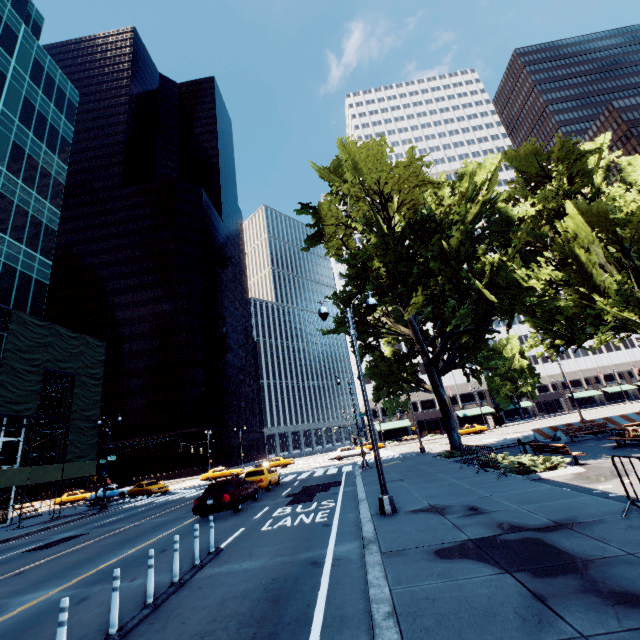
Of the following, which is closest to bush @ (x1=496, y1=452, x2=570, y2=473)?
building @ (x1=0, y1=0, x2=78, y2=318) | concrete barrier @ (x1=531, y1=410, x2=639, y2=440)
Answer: concrete barrier @ (x1=531, y1=410, x2=639, y2=440)

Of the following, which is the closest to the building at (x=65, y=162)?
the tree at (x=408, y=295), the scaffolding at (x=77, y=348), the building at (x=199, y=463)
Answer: the scaffolding at (x=77, y=348)

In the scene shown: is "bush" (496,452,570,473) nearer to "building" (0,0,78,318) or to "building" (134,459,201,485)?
"building" (0,0,78,318)

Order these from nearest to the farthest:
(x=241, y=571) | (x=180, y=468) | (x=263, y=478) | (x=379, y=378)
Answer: (x=241, y=571) < (x=263, y=478) < (x=379, y=378) < (x=180, y=468)

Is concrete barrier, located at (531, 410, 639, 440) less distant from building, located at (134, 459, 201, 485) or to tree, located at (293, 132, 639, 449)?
tree, located at (293, 132, 639, 449)

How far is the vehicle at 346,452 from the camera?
38.8m

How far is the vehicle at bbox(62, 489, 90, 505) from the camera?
39.9 meters

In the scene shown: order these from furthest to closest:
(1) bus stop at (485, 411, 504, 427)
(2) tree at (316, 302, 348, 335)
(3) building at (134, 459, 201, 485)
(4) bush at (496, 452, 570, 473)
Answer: (3) building at (134, 459, 201, 485)
(1) bus stop at (485, 411, 504, 427)
(2) tree at (316, 302, 348, 335)
(4) bush at (496, 452, 570, 473)
